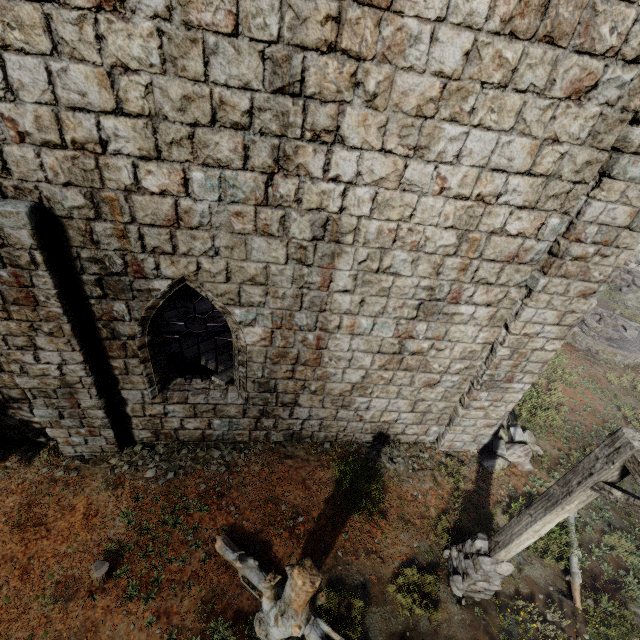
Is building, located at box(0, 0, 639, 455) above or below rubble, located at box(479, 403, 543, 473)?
above

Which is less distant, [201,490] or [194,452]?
[201,490]

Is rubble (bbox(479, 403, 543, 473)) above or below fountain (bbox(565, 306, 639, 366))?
below

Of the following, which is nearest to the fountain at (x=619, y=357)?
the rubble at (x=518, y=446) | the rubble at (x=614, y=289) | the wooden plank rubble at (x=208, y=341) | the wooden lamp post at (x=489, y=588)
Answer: the rubble at (x=614, y=289)

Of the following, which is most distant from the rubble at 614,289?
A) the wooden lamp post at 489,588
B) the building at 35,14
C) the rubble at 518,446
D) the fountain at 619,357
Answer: the wooden lamp post at 489,588

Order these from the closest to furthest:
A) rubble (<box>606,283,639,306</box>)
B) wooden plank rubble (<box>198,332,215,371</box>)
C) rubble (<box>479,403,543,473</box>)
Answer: wooden plank rubble (<box>198,332,215,371</box>), rubble (<box>479,403,543,473</box>), rubble (<box>606,283,639,306</box>)

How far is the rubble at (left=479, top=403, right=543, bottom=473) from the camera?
8.5 meters

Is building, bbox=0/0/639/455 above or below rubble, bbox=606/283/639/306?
above
